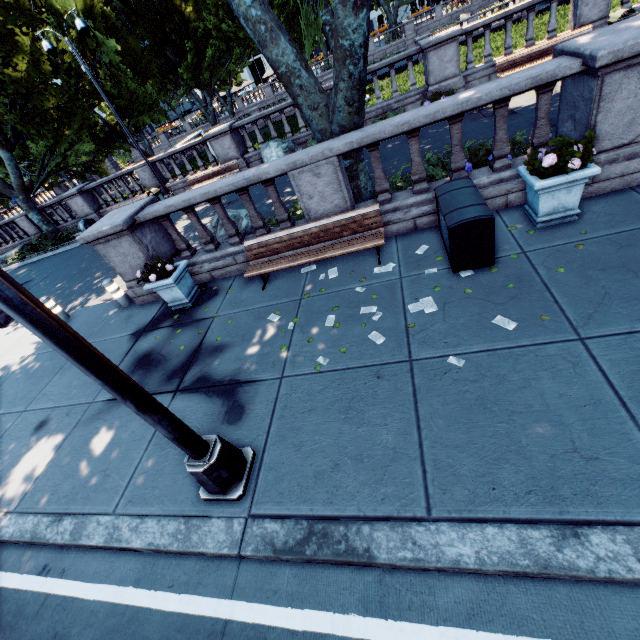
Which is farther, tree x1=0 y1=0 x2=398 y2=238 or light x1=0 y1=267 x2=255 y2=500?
tree x1=0 y1=0 x2=398 y2=238

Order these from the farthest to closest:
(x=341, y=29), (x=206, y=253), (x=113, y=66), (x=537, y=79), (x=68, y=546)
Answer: (x=113, y=66), (x=206, y=253), (x=341, y=29), (x=537, y=79), (x=68, y=546)

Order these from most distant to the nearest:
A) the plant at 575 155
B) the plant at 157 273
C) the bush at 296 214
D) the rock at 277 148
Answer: the rock at 277 148, the bush at 296 214, the plant at 157 273, the plant at 575 155

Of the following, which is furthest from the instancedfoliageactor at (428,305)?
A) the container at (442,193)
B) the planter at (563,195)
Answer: the planter at (563,195)

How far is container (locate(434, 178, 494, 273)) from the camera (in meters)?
4.67

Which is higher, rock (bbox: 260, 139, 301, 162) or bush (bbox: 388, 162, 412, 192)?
rock (bbox: 260, 139, 301, 162)

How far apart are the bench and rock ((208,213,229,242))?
1.7 meters

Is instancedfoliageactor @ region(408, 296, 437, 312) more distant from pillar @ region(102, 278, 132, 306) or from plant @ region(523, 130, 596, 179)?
pillar @ region(102, 278, 132, 306)
